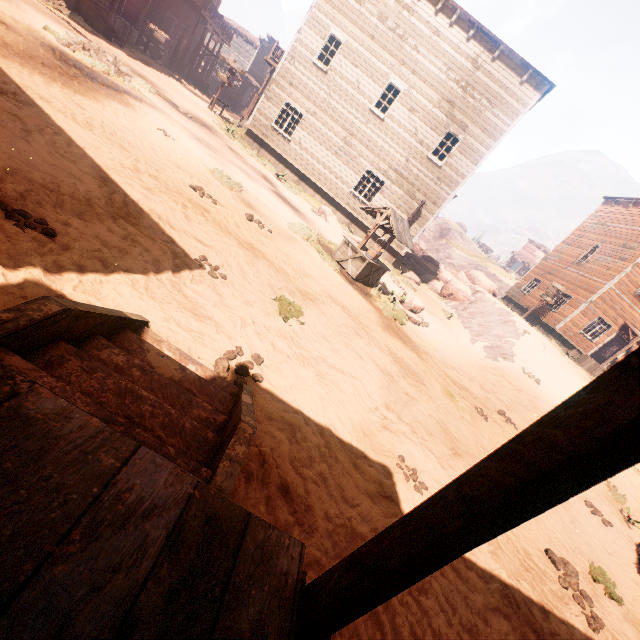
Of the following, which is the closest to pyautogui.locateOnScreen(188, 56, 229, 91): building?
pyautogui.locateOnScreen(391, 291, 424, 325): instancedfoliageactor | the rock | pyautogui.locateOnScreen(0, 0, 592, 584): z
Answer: pyautogui.locateOnScreen(0, 0, 592, 584): z

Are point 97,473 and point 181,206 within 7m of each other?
yes

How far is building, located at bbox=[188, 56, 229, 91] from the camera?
29.4m

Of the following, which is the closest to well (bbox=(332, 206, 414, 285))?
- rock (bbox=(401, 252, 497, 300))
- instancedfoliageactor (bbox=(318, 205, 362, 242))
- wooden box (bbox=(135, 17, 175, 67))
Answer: instancedfoliageactor (bbox=(318, 205, 362, 242))

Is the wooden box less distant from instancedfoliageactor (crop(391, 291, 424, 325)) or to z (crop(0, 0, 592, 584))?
z (crop(0, 0, 592, 584))

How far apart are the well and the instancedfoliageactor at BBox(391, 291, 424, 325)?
0.82m

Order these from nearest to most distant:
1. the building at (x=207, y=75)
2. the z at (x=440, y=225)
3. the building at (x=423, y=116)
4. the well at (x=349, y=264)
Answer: the well at (x=349, y=264)
the building at (x=423, y=116)
the building at (x=207, y=75)
the z at (x=440, y=225)

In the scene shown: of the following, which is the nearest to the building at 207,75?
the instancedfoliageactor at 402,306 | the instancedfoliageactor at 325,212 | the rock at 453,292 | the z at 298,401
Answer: the z at 298,401
